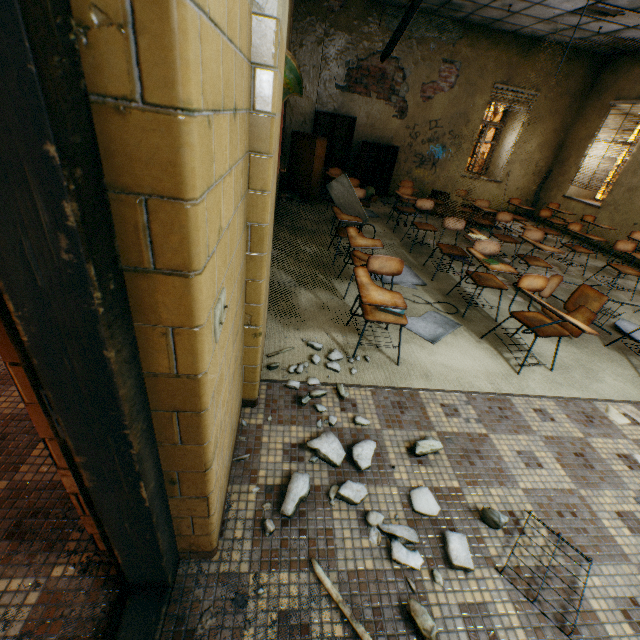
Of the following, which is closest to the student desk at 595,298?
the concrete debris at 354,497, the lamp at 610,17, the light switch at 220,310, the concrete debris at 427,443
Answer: the concrete debris at 427,443

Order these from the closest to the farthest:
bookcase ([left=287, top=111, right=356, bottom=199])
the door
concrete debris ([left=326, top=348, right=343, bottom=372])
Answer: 1. the door
2. concrete debris ([left=326, top=348, right=343, bottom=372])
3. bookcase ([left=287, top=111, right=356, bottom=199])

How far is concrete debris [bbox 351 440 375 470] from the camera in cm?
191

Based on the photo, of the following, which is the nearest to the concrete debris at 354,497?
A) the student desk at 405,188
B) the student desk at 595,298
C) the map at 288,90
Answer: the map at 288,90

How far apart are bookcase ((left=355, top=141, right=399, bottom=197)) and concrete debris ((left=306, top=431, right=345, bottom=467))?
8.0 meters

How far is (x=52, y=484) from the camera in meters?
1.6 m

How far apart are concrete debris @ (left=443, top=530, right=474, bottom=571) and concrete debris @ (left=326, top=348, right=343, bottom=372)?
1.21m

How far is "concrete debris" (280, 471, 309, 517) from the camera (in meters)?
1.63
